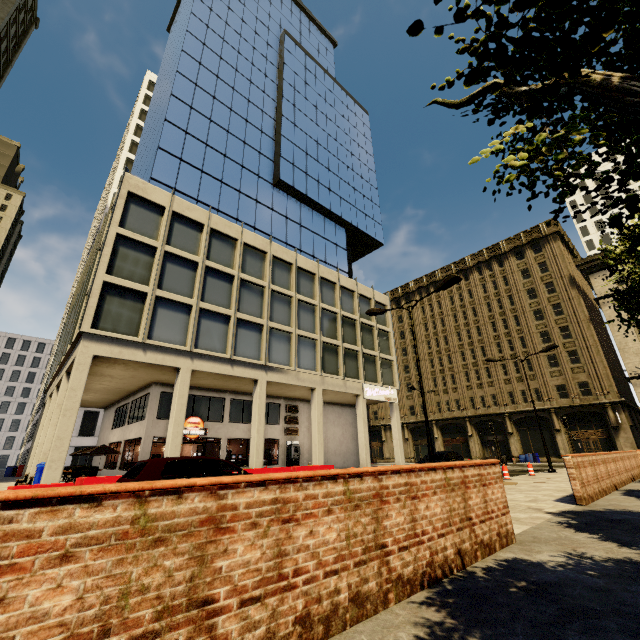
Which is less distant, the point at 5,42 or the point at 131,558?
the point at 131,558

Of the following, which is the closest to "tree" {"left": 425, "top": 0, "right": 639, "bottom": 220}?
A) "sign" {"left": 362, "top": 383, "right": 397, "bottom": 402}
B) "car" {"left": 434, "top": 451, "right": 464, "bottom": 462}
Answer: "car" {"left": 434, "top": 451, "right": 464, "bottom": 462}

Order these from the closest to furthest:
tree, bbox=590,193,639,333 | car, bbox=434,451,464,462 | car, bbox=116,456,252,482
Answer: tree, bbox=590,193,639,333
car, bbox=116,456,252,482
car, bbox=434,451,464,462

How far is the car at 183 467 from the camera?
7.16m

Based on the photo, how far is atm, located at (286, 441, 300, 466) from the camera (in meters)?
25.00

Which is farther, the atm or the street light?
the atm

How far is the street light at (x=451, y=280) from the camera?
12.1m

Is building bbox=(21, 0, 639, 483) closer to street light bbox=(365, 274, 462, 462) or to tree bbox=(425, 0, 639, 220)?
tree bbox=(425, 0, 639, 220)
